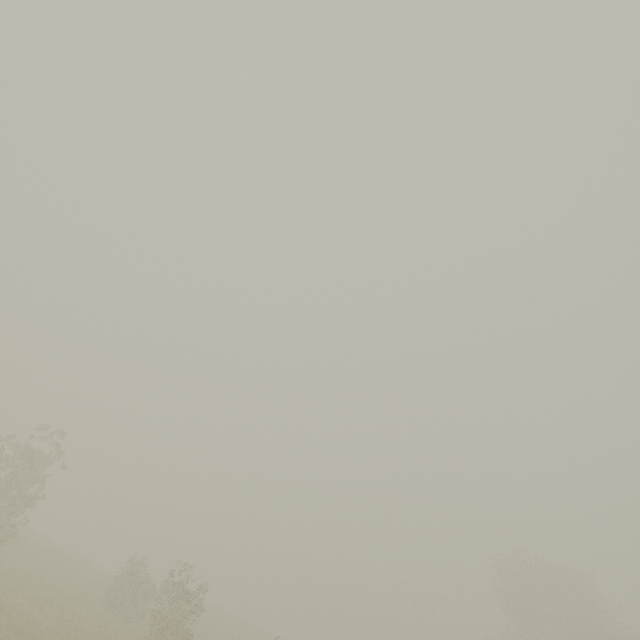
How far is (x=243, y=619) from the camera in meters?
38.9
